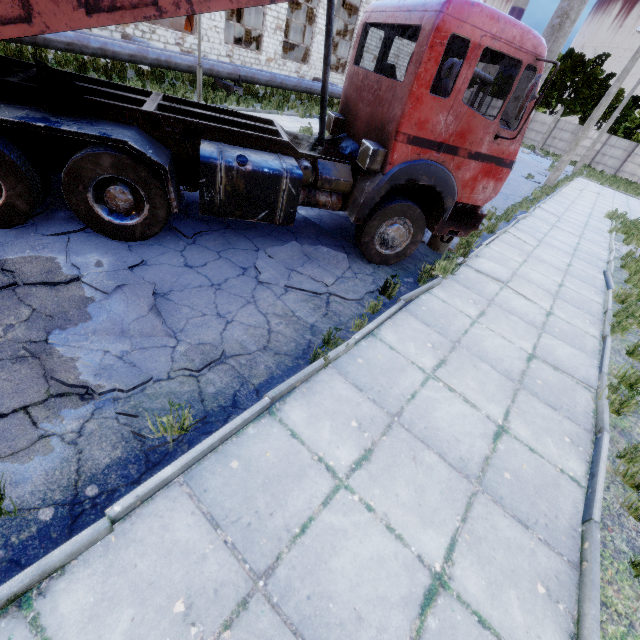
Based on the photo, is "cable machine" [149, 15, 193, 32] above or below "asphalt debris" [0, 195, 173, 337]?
above

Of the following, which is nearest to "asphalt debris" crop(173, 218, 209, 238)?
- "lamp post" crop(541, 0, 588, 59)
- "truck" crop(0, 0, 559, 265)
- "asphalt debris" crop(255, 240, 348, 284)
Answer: "truck" crop(0, 0, 559, 265)

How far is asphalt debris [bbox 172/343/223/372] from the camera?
3.4 meters

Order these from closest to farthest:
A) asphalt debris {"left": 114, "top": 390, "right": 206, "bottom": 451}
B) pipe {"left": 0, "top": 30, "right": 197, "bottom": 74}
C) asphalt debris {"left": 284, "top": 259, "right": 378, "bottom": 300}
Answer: asphalt debris {"left": 114, "top": 390, "right": 206, "bottom": 451} → asphalt debris {"left": 284, "top": 259, "right": 378, "bottom": 300} → pipe {"left": 0, "top": 30, "right": 197, "bottom": 74}

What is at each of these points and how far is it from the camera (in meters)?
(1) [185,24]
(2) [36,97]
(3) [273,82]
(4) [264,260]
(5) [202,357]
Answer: (1) cable machine, 18.81
(2) truck, 3.96
(3) pipe, 16.89
(4) asphalt debris, 5.33
(5) asphalt debris, 3.52

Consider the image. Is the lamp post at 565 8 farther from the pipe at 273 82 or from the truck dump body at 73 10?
the pipe at 273 82

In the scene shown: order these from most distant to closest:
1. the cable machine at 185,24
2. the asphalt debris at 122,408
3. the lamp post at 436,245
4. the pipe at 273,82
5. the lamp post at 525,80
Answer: the cable machine at 185,24, the pipe at 273,82, the lamp post at 436,245, the lamp post at 525,80, the asphalt debris at 122,408
